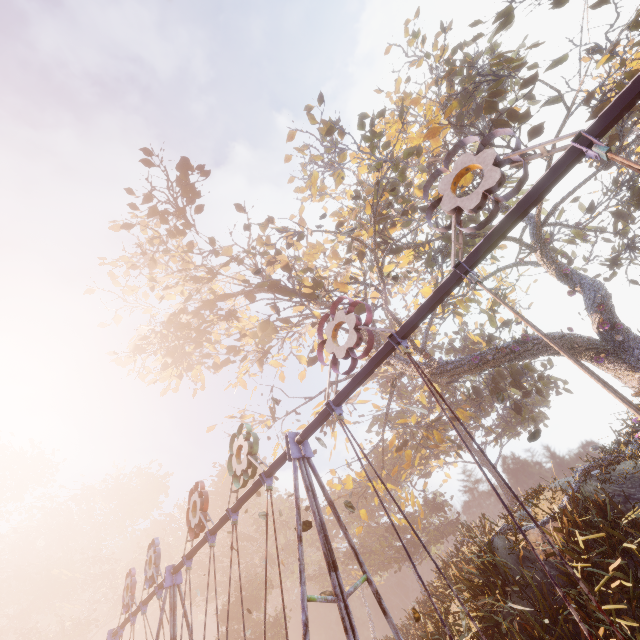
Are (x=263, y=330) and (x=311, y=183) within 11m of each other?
yes

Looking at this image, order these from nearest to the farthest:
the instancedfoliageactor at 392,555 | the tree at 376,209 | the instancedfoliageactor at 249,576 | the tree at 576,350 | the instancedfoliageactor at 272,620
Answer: the instancedfoliageactor at 392,555 → the tree at 376,209 → the tree at 576,350 → the instancedfoliageactor at 272,620 → the instancedfoliageactor at 249,576

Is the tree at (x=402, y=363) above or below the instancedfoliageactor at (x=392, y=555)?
above

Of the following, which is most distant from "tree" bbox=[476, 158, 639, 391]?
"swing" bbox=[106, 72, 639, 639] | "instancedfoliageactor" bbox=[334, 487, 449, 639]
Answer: "instancedfoliageactor" bbox=[334, 487, 449, 639]
